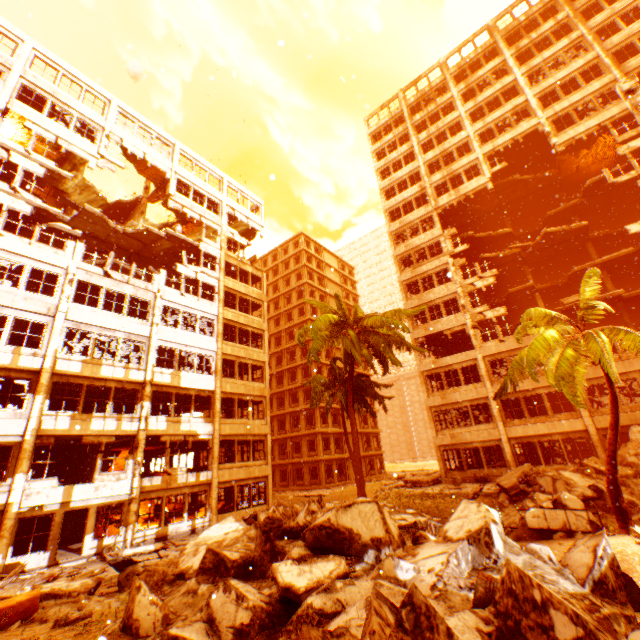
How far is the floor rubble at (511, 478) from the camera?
15.8 meters

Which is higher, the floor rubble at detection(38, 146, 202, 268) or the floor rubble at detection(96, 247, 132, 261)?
the floor rubble at detection(96, 247, 132, 261)

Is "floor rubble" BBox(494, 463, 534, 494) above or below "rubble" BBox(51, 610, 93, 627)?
above

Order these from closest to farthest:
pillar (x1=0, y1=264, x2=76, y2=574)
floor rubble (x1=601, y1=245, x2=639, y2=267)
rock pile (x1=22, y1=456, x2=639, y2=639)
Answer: rock pile (x1=22, y1=456, x2=639, y2=639), pillar (x1=0, y1=264, x2=76, y2=574), floor rubble (x1=601, y1=245, x2=639, y2=267)

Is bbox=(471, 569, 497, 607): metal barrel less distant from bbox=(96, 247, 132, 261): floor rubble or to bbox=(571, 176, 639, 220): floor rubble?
bbox=(96, 247, 132, 261): floor rubble

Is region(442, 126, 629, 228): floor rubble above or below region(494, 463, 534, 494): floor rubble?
above

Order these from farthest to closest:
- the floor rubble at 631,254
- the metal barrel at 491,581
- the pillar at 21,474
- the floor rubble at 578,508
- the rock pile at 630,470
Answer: the floor rubble at 631,254 → the pillar at 21,474 → the rock pile at 630,470 → the floor rubble at 578,508 → the metal barrel at 491,581

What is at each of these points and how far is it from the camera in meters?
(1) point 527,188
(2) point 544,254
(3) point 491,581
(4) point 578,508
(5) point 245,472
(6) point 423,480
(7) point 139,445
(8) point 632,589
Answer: (1) floor rubble, 30.2
(2) floor rubble, 29.7
(3) metal barrel, 4.0
(4) floor rubble, 9.6
(5) wall corner piece, 23.1
(6) floor rubble, 23.9
(7) pillar, 18.2
(8) metal barrel, 5.5
